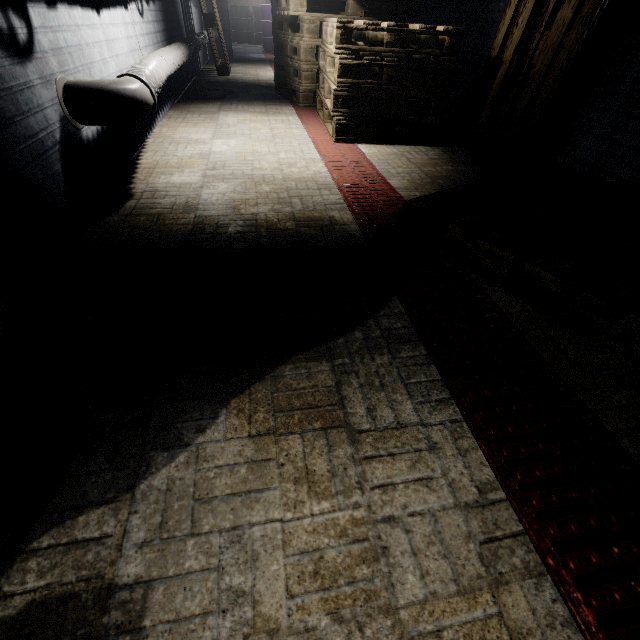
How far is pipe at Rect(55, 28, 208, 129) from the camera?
1.5 meters

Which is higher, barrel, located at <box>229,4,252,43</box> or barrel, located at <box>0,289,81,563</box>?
barrel, located at <box>229,4,252,43</box>

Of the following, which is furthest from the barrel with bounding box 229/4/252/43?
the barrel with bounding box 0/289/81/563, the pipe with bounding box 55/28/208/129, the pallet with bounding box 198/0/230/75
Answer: the barrel with bounding box 0/289/81/563

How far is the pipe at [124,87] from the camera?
1.53m

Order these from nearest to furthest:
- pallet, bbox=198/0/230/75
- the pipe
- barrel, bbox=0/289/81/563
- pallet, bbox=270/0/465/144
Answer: barrel, bbox=0/289/81/563 → the pipe → pallet, bbox=270/0/465/144 → pallet, bbox=198/0/230/75

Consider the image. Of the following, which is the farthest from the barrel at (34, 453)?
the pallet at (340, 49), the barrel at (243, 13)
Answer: the barrel at (243, 13)

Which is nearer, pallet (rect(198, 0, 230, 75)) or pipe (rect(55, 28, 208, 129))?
pipe (rect(55, 28, 208, 129))

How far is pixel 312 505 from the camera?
0.7 meters
